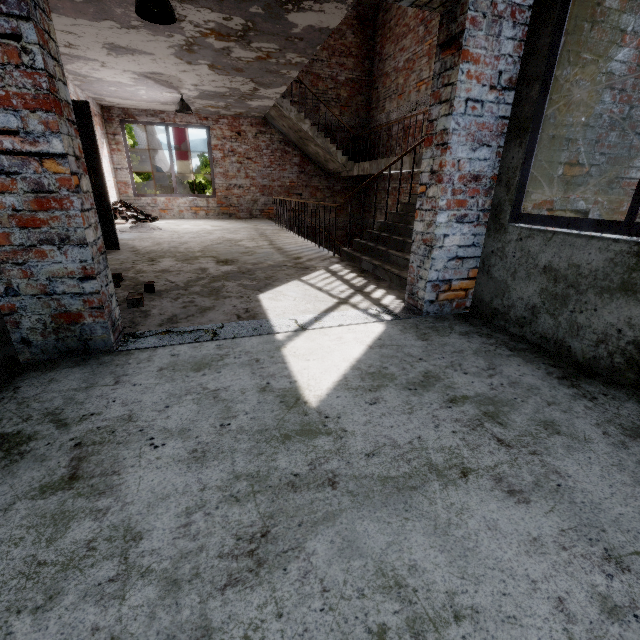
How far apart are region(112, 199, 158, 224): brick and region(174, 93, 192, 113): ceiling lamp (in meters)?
3.07

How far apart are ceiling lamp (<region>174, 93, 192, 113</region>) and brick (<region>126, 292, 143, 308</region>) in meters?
7.2 m

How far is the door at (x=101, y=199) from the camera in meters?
4.7 m

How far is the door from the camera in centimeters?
473cm

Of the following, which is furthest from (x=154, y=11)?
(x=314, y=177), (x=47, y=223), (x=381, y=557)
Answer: (x=314, y=177)

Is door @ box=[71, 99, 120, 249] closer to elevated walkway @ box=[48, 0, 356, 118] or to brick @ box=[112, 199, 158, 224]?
elevated walkway @ box=[48, 0, 356, 118]

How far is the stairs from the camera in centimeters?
423cm

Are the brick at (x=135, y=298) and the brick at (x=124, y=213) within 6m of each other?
no
